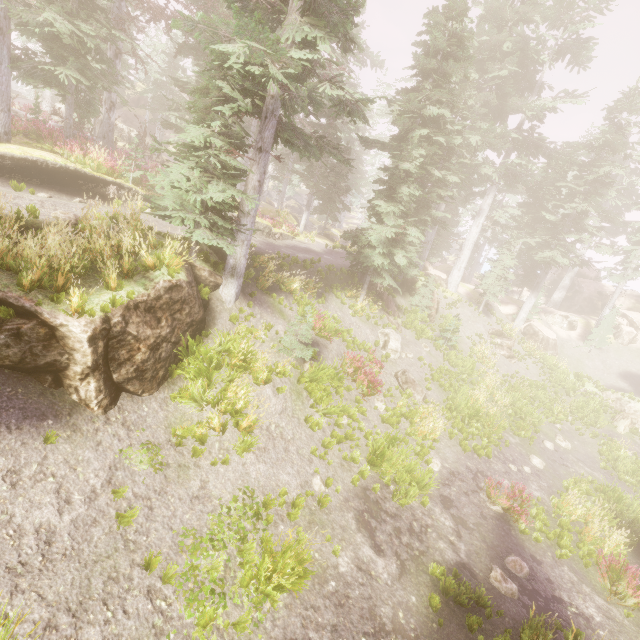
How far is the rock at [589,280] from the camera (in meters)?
33.56

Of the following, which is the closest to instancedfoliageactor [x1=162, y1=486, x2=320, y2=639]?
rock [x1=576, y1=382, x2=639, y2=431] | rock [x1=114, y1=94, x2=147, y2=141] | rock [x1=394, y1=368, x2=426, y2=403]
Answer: rock [x1=114, y1=94, x2=147, y2=141]

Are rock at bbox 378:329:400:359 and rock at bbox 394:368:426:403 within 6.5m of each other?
yes

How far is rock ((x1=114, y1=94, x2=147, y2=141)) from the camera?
40.2m

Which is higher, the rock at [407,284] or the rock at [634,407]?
the rock at [407,284]

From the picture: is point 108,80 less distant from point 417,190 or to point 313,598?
point 417,190

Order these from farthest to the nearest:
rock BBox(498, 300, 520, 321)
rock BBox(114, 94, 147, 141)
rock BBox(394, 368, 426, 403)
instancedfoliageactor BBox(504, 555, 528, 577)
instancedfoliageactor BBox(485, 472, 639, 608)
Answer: rock BBox(114, 94, 147, 141) → rock BBox(498, 300, 520, 321) → rock BBox(394, 368, 426, 403) → instancedfoliageactor BBox(485, 472, 639, 608) → instancedfoliageactor BBox(504, 555, 528, 577)

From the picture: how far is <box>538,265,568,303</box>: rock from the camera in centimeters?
4297cm
